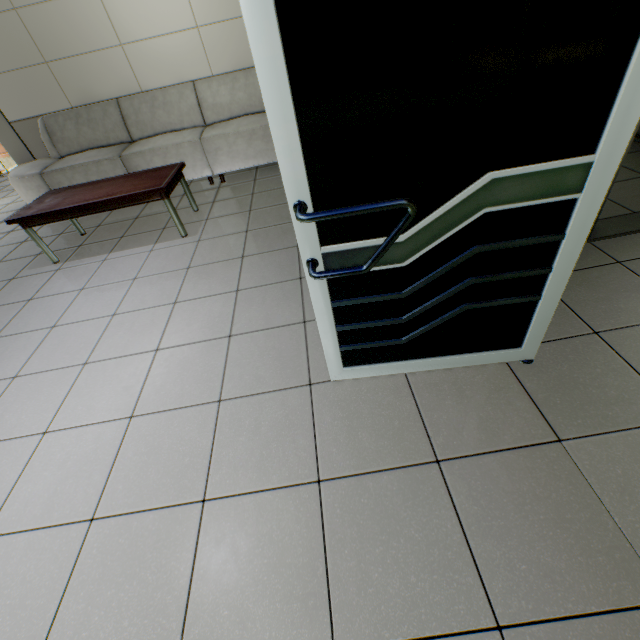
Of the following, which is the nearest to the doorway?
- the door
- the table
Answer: the door

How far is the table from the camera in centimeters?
302cm

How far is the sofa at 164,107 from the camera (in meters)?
4.11

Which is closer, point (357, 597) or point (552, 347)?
point (357, 597)

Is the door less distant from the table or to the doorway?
the doorway

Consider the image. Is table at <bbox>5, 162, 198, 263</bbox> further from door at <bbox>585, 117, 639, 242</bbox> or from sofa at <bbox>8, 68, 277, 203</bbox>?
door at <bbox>585, 117, 639, 242</bbox>

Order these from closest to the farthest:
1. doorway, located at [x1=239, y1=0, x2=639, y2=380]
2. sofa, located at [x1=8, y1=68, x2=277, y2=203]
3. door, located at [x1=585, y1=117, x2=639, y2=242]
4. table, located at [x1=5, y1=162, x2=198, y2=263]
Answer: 1. doorway, located at [x1=239, y1=0, x2=639, y2=380]
2. door, located at [x1=585, y1=117, x2=639, y2=242]
3. table, located at [x1=5, y1=162, x2=198, y2=263]
4. sofa, located at [x1=8, y1=68, x2=277, y2=203]

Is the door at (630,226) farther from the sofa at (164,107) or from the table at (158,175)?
the table at (158,175)
